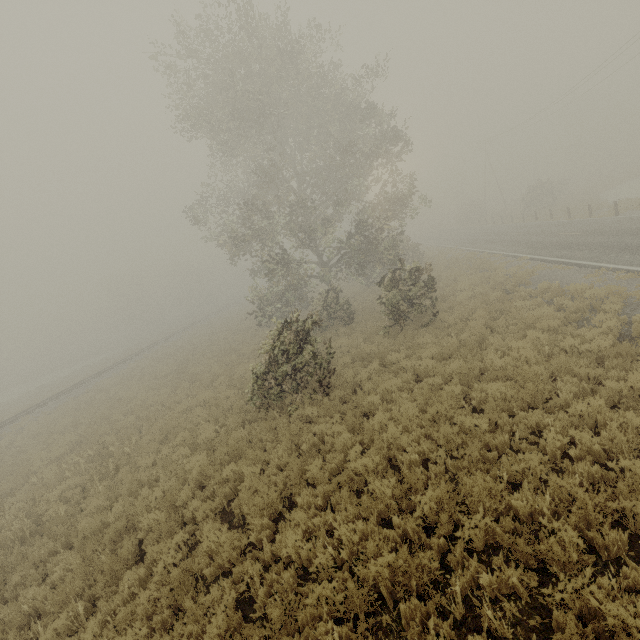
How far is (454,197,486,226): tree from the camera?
53.0m

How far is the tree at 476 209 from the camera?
53.00m

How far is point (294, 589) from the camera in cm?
525
